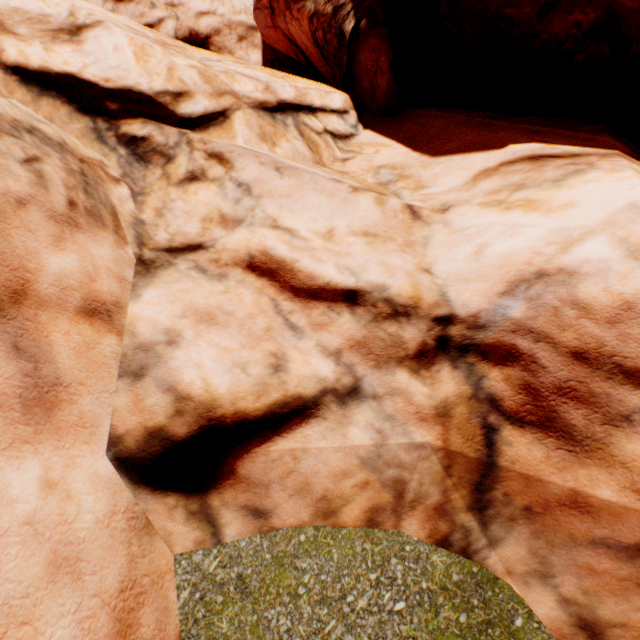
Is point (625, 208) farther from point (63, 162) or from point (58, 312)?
point (63, 162)
